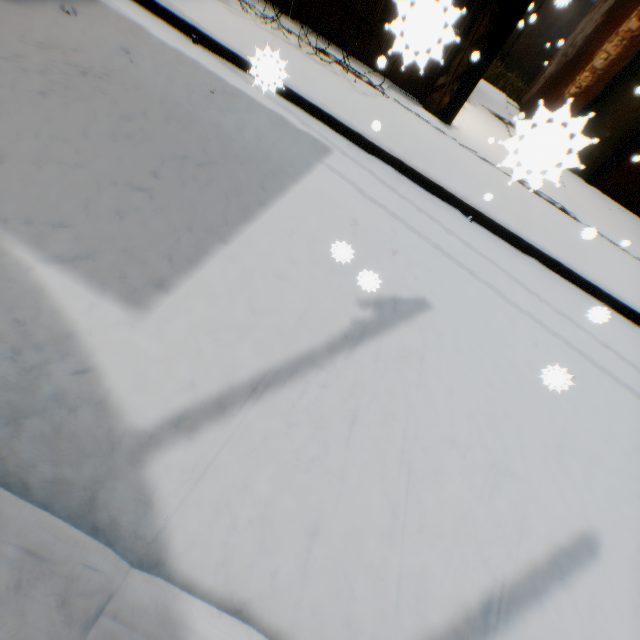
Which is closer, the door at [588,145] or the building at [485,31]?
the door at [588,145]

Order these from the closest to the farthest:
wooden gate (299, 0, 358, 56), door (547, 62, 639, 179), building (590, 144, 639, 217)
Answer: door (547, 62, 639, 179) < wooden gate (299, 0, 358, 56) < building (590, 144, 639, 217)

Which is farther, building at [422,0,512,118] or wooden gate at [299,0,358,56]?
wooden gate at [299,0,358,56]

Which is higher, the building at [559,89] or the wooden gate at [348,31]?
the building at [559,89]

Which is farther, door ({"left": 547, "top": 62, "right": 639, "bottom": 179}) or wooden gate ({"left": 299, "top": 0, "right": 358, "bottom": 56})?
wooden gate ({"left": 299, "top": 0, "right": 358, "bottom": 56})

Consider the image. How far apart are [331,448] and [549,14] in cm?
1771

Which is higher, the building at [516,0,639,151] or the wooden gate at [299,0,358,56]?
the building at [516,0,639,151]
